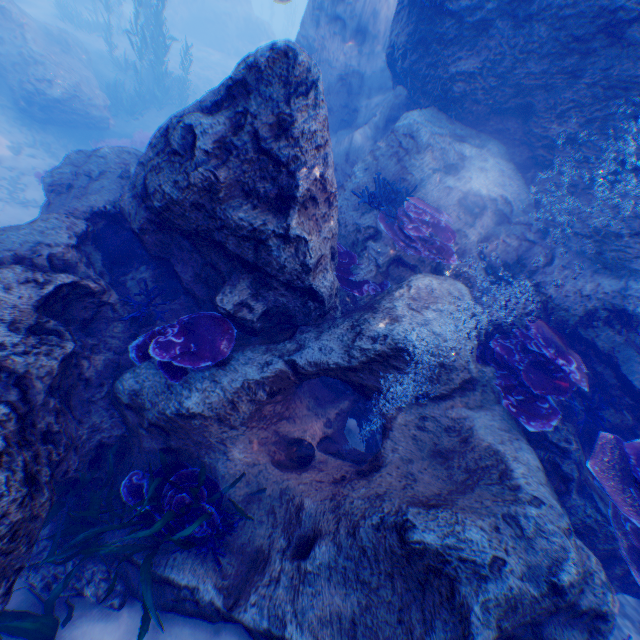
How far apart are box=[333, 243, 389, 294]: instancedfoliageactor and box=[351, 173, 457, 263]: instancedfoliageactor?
0.60m

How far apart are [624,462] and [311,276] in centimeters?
487cm

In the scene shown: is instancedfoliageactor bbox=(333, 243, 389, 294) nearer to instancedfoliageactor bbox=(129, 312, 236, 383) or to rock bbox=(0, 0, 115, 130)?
rock bbox=(0, 0, 115, 130)

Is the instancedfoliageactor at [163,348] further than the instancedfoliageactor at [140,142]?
No

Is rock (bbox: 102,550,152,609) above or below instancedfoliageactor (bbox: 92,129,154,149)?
above

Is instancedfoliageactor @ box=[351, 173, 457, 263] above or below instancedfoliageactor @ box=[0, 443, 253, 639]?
above

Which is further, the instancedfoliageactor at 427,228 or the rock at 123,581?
the instancedfoliageactor at 427,228
